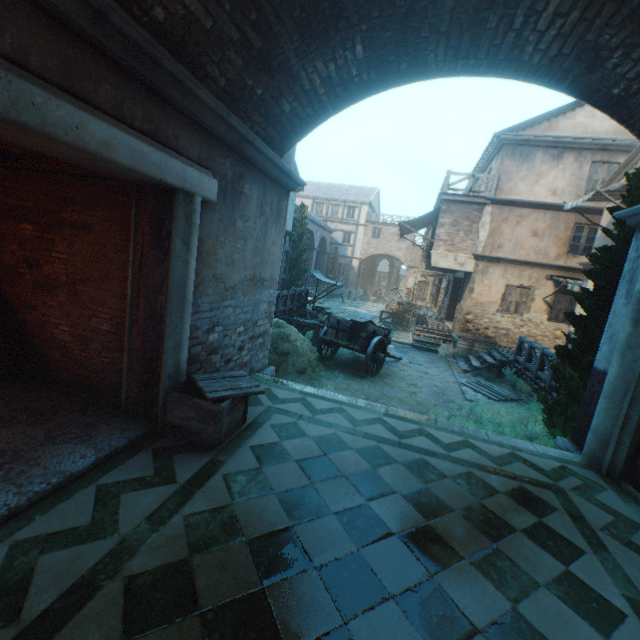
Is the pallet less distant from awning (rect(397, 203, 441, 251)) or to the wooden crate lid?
awning (rect(397, 203, 441, 251))

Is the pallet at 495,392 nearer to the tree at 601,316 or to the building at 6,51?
the building at 6,51

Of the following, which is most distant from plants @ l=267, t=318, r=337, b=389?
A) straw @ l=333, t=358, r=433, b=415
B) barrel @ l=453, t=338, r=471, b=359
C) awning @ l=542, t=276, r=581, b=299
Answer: awning @ l=542, t=276, r=581, b=299

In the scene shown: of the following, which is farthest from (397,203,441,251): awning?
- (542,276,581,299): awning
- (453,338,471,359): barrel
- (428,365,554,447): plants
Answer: (428,365,554,447): plants

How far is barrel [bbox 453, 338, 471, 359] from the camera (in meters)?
14.55

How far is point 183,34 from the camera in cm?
287

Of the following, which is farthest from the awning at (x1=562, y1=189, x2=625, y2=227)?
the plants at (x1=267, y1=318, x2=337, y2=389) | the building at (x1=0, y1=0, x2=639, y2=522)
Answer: the plants at (x1=267, y1=318, x2=337, y2=389)

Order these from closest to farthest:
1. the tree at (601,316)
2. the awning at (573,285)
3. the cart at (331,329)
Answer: the tree at (601,316) → the cart at (331,329) → the awning at (573,285)
